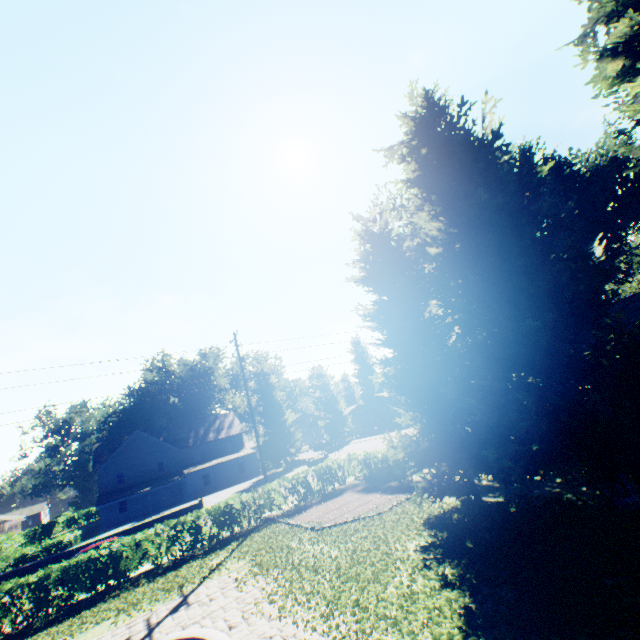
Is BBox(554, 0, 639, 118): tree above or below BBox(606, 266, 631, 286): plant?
above

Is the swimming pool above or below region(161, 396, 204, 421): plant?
below

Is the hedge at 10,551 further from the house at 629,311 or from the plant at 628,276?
the house at 629,311

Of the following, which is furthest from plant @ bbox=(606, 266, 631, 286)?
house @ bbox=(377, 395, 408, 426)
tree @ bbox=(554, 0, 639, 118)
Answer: tree @ bbox=(554, 0, 639, 118)

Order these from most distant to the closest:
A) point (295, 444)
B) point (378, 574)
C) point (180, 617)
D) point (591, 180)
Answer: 1. point (295, 444)
2. point (591, 180)
3. point (180, 617)
4. point (378, 574)

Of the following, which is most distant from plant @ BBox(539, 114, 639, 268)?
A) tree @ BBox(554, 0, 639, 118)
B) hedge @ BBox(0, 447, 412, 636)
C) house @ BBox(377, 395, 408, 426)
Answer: hedge @ BBox(0, 447, 412, 636)

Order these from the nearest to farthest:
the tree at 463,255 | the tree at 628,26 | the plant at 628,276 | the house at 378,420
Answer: the tree at 628,26 → the tree at 463,255 → the plant at 628,276 → the house at 378,420

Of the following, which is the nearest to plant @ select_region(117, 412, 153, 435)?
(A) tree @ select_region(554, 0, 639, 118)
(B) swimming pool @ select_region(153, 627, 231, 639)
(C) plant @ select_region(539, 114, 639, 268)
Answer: (C) plant @ select_region(539, 114, 639, 268)
